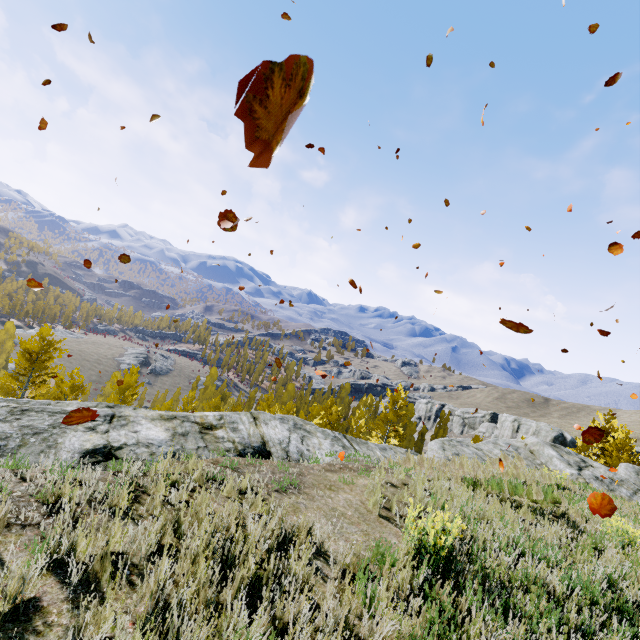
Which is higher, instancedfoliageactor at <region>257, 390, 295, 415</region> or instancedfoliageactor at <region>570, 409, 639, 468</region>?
instancedfoliageactor at <region>570, 409, 639, 468</region>

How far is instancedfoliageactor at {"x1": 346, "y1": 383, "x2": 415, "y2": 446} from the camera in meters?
32.5 m

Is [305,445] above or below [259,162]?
below

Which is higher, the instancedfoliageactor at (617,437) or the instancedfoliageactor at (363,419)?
the instancedfoliageactor at (617,437)

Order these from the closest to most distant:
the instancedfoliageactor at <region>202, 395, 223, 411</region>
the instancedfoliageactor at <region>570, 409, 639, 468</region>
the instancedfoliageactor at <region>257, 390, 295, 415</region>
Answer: the instancedfoliageactor at <region>570, 409, 639, 468</region>, the instancedfoliageactor at <region>257, 390, 295, 415</region>, the instancedfoliageactor at <region>202, 395, 223, 411</region>

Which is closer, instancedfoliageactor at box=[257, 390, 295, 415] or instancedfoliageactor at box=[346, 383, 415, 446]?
instancedfoliageactor at box=[346, 383, 415, 446]

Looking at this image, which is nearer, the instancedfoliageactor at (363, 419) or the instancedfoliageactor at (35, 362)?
the instancedfoliageactor at (35, 362)
